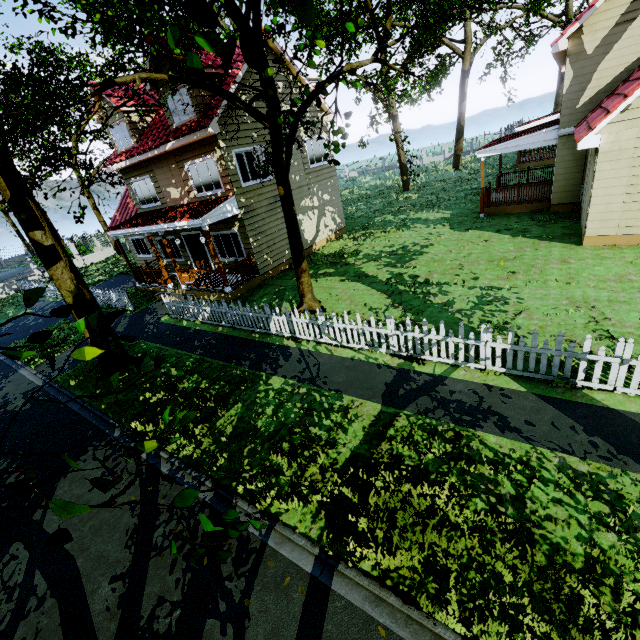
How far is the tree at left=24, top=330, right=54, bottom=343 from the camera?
1.9 meters

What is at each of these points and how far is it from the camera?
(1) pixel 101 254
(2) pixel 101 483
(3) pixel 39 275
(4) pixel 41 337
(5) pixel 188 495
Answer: (1) fence, 31.0 meters
(2) tree, 1.4 meters
(3) fence, 27.3 meters
(4) tree, 1.9 meters
(5) tree, 1.9 meters

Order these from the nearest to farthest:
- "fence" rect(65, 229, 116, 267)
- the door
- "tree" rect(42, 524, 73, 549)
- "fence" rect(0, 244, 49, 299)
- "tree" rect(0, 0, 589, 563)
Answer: "tree" rect(42, 524, 73, 549) → "tree" rect(0, 0, 589, 563) → the door → "fence" rect(0, 244, 49, 299) → "fence" rect(65, 229, 116, 267)

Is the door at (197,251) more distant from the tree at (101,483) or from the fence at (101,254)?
the fence at (101,254)

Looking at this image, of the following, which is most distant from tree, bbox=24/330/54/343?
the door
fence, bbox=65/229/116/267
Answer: the door

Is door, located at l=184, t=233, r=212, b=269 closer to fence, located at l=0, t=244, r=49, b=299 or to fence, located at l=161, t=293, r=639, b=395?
fence, located at l=161, t=293, r=639, b=395

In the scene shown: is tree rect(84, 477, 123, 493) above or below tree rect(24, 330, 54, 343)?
below

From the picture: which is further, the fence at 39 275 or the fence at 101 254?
the fence at 101 254
